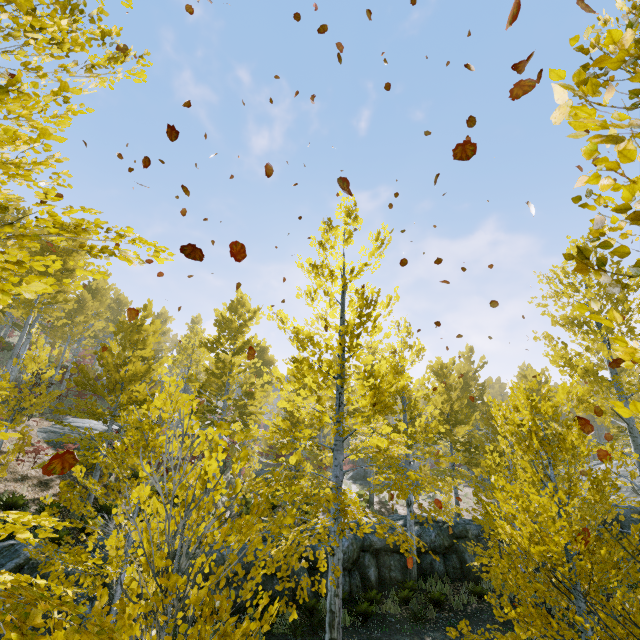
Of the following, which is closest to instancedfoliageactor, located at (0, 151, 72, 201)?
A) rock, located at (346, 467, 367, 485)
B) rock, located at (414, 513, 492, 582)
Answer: rock, located at (414, 513, 492, 582)

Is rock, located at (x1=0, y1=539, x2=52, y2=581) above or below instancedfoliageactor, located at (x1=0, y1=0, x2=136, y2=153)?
below

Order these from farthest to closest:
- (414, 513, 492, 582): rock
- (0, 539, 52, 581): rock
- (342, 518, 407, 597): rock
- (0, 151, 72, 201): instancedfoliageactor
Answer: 1. (414, 513, 492, 582): rock
2. (342, 518, 407, 597): rock
3. (0, 539, 52, 581): rock
4. (0, 151, 72, 201): instancedfoliageactor

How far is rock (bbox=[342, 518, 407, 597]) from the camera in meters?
11.6 m

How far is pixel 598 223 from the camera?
1.1m

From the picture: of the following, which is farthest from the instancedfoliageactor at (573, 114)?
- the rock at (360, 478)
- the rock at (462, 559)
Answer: the rock at (360, 478)

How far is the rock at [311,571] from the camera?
10.9 meters
